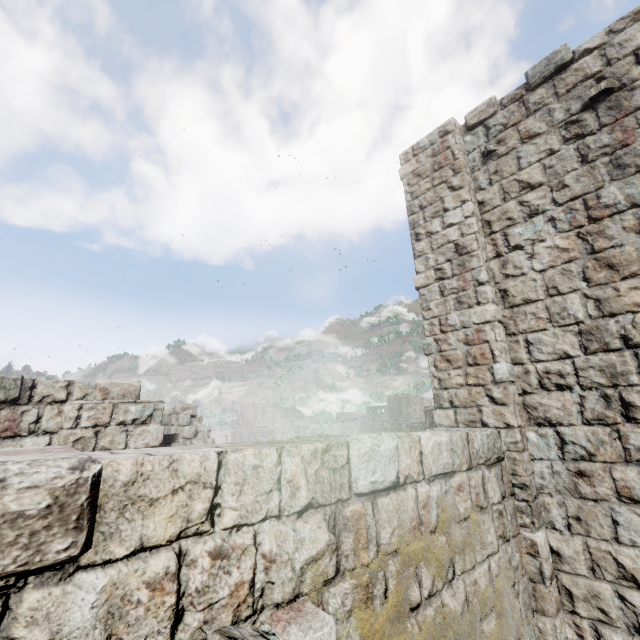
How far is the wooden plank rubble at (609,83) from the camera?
4.8m

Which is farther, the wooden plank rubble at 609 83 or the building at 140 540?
the wooden plank rubble at 609 83

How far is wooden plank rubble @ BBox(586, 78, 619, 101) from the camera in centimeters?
481cm

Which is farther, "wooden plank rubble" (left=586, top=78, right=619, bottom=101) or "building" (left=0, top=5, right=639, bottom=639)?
"wooden plank rubble" (left=586, top=78, right=619, bottom=101)

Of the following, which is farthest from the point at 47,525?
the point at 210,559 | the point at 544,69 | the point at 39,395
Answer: the point at 544,69
